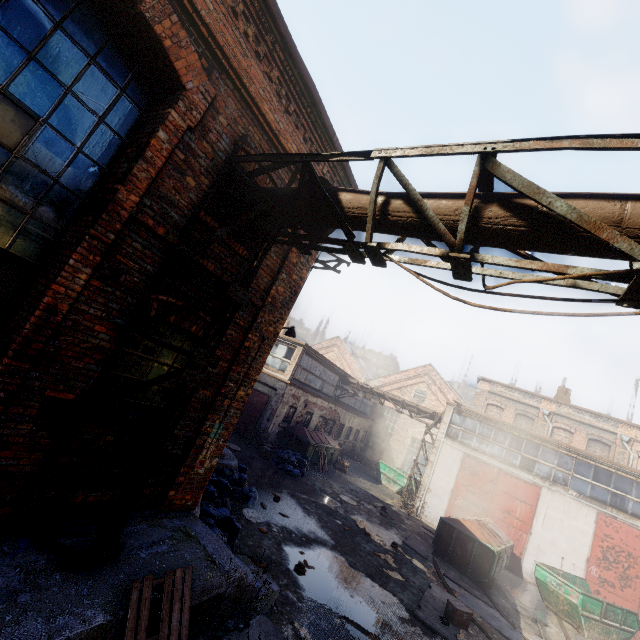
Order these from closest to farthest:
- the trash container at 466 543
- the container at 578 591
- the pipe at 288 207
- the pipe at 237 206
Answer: the pipe at 288 207
the pipe at 237 206
the container at 578 591
the trash container at 466 543

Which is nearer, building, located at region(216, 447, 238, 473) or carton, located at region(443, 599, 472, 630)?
carton, located at region(443, 599, 472, 630)

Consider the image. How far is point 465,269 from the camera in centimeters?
321cm

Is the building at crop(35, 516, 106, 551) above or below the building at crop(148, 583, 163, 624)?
above

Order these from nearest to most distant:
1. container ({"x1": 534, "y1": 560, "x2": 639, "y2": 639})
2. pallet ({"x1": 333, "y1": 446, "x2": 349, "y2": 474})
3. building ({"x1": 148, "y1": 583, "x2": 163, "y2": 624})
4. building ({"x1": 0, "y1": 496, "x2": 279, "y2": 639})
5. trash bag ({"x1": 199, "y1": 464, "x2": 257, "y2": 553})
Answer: building ({"x1": 0, "y1": 496, "x2": 279, "y2": 639}) → building ({"x1": 148, "y1": 583, "x2": 163, "y2": 624}) → trash bag ({"x1": 199, "y1": 464, "x2": 257, "y2": 553}) → container ({"x1": 534, "y1": 560, "x2": 639, "y2": 639}) → pallet ({"x1": 333, "y1": 446, "x2": 349, "y2": 474})

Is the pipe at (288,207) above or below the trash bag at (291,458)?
above

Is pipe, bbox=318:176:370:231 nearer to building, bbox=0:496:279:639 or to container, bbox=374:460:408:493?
building, bbox=0:496:279:639

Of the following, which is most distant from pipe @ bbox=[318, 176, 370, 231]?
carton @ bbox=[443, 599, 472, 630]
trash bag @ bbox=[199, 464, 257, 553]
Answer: carton @ bbox=[443, 599, 472, 630]
